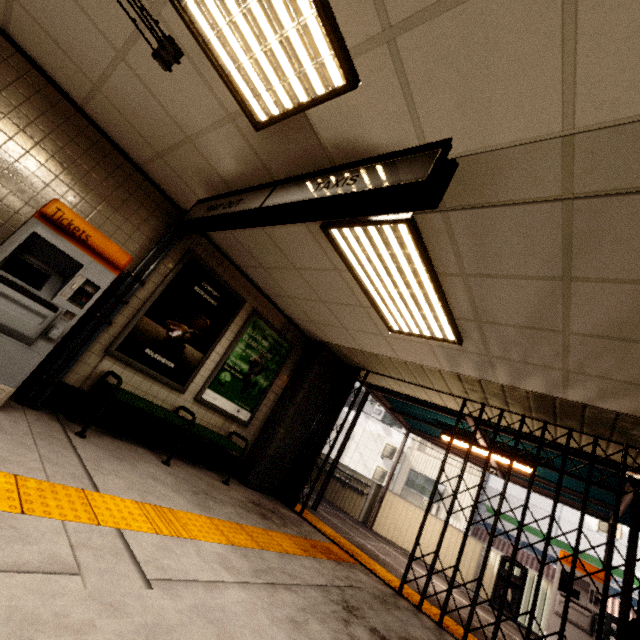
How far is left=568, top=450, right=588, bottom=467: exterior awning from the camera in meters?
5.3 m

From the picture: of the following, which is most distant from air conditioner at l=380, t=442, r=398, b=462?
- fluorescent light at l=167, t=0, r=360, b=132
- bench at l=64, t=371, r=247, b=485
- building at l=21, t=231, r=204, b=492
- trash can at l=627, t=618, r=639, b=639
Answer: fluorescent light at l=167, t=0, r=360, b=132

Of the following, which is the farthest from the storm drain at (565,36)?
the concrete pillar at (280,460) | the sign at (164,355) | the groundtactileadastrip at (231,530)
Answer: the concrete pillar at (280,460)

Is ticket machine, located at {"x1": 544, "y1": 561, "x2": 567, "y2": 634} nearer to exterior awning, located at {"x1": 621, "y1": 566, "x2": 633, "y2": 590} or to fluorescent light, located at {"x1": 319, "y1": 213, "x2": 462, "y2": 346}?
exterior awning, located at {"x1": 621, "y1": 566, "x2": 633, "y2": 590}

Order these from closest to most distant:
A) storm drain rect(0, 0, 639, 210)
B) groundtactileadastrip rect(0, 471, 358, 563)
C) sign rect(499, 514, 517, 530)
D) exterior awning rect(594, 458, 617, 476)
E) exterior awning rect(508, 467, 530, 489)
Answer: storm drain rect(0, 0, 639, 210) → groundtactileadastrip rect(0, 471, 358, 563) → exterior awning rect(594, 458, 617, 476) → exterior awning rect(508, 467, 530, 489) → sign rect(499, 514, 517, 530)

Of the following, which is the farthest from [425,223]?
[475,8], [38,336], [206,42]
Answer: [38,336]

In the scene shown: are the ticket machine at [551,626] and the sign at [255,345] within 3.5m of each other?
no

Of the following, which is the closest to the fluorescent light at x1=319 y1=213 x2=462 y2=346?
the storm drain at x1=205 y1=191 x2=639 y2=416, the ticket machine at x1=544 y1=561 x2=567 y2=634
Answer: the storm drain at x1=205 y1=191 x2=639 y2=416
